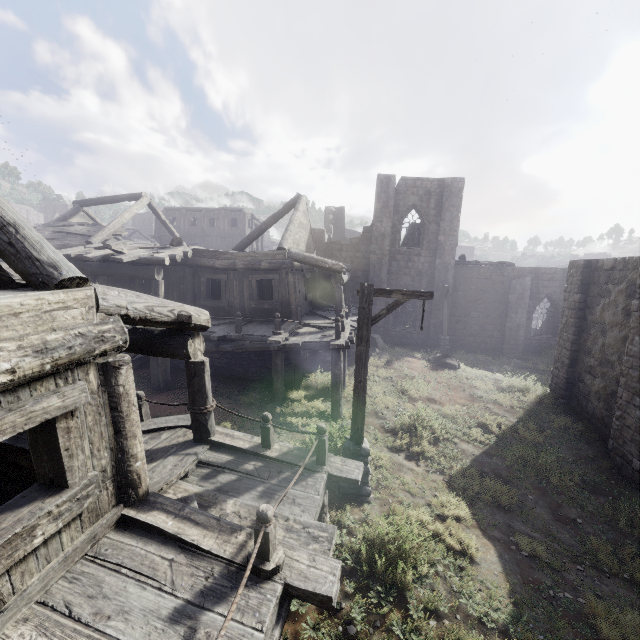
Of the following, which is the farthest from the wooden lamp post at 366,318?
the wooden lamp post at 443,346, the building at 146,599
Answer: the wooden lamp post at 443,346

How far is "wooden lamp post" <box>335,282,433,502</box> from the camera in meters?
6.7

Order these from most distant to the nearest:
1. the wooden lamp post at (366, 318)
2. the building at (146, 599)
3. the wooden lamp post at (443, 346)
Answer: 1. the wooden lamp post at (443, 346)
2. the wooden lamp post at (366, 318)
3. the building at (146, 599)

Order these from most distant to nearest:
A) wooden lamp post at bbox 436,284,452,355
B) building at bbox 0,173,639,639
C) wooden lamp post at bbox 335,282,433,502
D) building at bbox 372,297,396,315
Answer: building at bbox 372,297,396,315 → wooden lamp post at bbox 436,284,452,355 → wooden lamp post at bbox 335,282,433,502 → building at bbox 0,173,639,639

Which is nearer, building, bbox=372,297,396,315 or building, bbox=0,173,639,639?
building, bbox=0,173,639,639

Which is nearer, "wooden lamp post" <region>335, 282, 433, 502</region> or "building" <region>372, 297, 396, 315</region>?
"wooden lamp post" <region>335, 282, 433, 502</region>

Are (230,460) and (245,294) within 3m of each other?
no

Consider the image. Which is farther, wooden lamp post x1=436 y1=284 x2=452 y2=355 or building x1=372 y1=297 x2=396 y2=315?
building x1=372 y1=297 x2=396 y2=315
